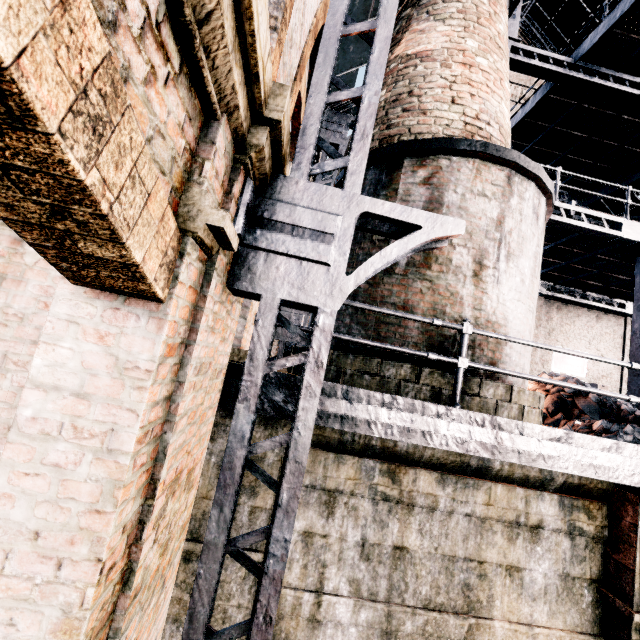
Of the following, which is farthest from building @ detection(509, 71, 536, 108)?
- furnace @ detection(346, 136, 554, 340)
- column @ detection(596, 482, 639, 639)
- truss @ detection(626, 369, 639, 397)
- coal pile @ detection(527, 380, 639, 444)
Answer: column @ detection(596, 482, 639, 639)

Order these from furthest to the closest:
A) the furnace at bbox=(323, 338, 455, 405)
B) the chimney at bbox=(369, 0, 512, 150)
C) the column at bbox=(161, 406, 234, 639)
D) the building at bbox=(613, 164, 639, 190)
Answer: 1. the building at bbox=(613, 164, 639, 190)
2. the chimney at bbox=(369, 0, 512, 150)
3. the furnace at bbox=(323, 338, 455, 405)
4. the column at bbox=(161, 406, 234, 639)

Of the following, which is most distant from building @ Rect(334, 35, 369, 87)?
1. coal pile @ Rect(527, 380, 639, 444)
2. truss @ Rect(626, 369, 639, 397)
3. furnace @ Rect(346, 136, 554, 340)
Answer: furnace @ Rect(346, 136, 554, 340)

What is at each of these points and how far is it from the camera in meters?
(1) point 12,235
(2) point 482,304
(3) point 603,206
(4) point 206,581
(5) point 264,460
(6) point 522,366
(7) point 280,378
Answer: (1) building, 2.1 m
(2) furnace, 4.9 m
(3) building, 16.1 m
(4) truss, 2.2 m
(5) column, 4.2 m
(6) furnace, 5.3 m
(7) metal beam, 3.7 m

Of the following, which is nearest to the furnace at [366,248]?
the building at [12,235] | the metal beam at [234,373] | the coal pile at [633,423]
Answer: the coal pile at [633,423]

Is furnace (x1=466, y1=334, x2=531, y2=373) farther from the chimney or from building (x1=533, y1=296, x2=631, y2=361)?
building (x1=533, y1=296, x2=631, y2=361)

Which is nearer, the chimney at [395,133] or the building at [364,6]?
the chimney at [395,133]

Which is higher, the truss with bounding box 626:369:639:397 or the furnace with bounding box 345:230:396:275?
the furnace with bounding box 345:230:396:275
